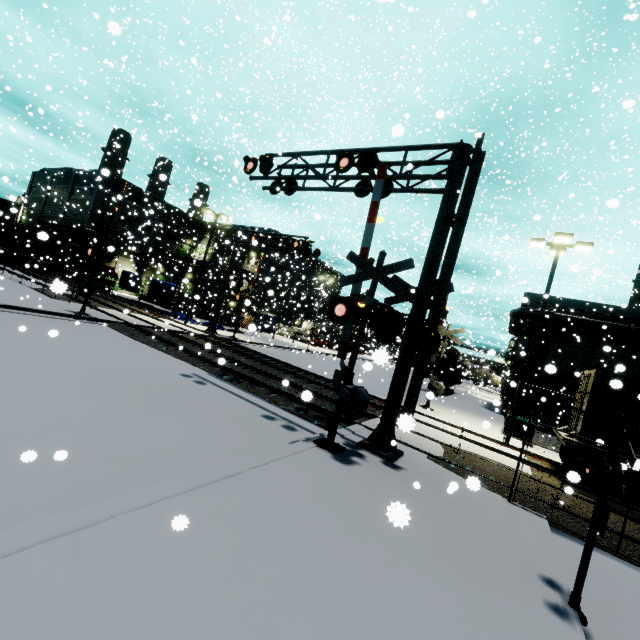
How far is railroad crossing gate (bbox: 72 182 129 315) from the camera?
17.0 meters

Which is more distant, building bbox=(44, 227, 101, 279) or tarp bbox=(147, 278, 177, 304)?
building bbox=(44, 227, 101, 279)

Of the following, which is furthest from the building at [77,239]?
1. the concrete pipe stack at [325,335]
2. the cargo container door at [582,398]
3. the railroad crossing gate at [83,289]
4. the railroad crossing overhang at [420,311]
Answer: the railroad crossing gate at [83,289]

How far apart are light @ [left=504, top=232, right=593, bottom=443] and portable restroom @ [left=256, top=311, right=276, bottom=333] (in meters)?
30.64

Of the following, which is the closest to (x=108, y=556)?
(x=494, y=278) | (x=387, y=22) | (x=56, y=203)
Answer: (x=494, y=278)

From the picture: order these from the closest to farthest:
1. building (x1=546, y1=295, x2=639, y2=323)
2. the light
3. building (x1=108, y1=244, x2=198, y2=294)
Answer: the light → building (x1=546, y1=295, x2=639, y2=323) → building (x1=108, y1=244, x2=198, y2=294)

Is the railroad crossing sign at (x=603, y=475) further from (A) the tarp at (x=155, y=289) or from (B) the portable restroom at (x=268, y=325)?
(B) the portable restroom at (x=268, y=325)

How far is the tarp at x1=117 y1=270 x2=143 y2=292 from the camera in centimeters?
2877cm
